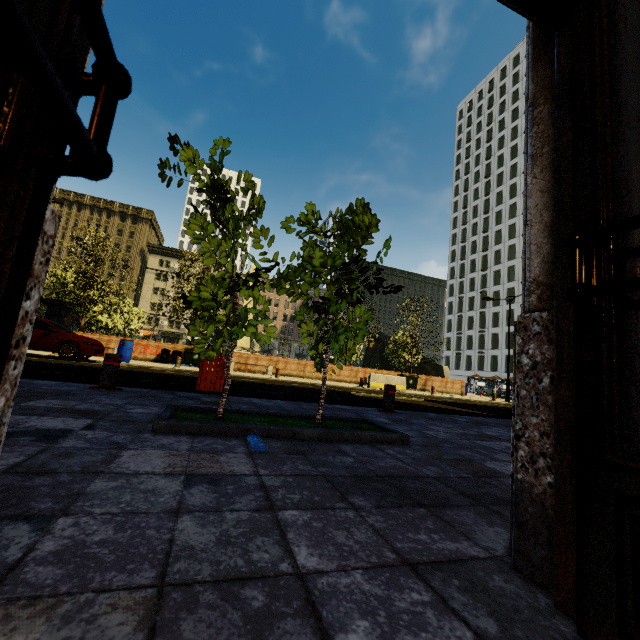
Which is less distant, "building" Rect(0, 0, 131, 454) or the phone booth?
"building" Rect(0, 0, 131, 454)

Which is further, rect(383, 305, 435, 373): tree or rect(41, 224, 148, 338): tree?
rect(383, 305, 435, 373): tree

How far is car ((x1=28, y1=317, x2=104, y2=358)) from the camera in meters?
11.6

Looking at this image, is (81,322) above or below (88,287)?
below

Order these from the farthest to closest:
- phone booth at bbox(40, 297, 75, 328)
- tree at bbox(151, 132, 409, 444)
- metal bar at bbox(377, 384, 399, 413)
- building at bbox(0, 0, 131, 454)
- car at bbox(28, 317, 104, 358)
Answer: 1. phone booth at bbox(40, 297, 75, 328)
2. car at bbox(28, 317, 104, 358)
3. metal bar at bbox(377, 384, 399, 413)
4. tree at bbox(151, 132, 409, 444)
5. building at bbox(0, 0, 131, 454)

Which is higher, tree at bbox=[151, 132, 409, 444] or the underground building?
the underground building

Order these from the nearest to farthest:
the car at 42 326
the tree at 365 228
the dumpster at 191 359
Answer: the tree at 365 228, the car at 42 326, the dumpster at 191 359

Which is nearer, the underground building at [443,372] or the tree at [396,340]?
the tree at [396,340]
